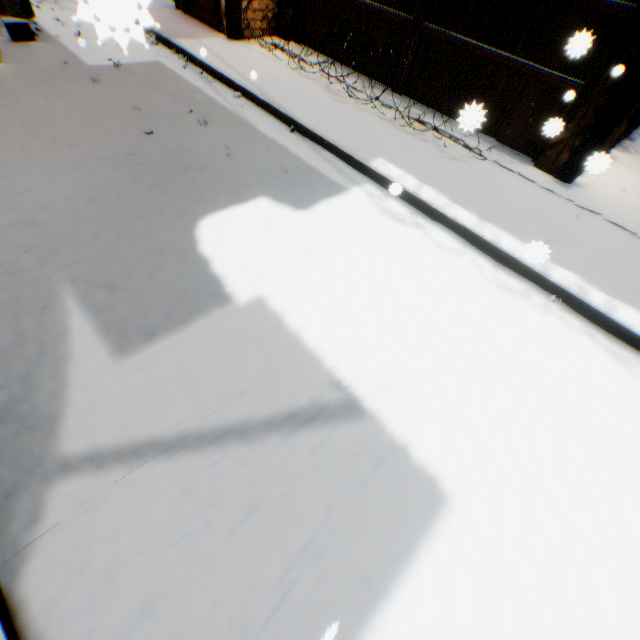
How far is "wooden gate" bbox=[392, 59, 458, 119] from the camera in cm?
560

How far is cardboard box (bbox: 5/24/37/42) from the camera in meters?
5.4 m

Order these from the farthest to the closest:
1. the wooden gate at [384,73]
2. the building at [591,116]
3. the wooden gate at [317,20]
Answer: the wooden gate at [317,20]
the wooden gate at [384,73]
the building at [591,116]

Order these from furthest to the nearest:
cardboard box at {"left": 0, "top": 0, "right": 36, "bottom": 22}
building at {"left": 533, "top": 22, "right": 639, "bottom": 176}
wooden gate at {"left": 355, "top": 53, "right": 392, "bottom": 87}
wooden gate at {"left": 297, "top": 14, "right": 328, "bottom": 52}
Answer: wooden gate at {"left": 297, "top": 14, "right": 328, "bottom": 52} → wooden gate at {"left": 355, "top": 53, "right": 392, "bottom": 87} → cardboard box at {"left": 0, "top": 0, "right": 36, "bottom": 22} → building at {"left": 533, "top": 22, "right": 639, "bottom": 176}

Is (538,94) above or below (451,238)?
above

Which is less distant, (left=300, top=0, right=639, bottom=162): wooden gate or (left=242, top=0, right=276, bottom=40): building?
(left=300, top=0, right=639, bottom=162): wooden gate

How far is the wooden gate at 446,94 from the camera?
5.6m

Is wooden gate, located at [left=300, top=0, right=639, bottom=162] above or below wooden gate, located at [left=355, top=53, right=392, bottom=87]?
above
